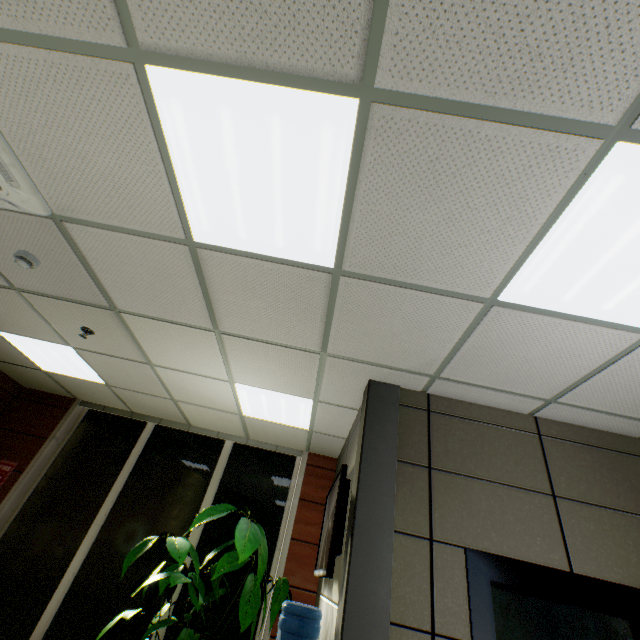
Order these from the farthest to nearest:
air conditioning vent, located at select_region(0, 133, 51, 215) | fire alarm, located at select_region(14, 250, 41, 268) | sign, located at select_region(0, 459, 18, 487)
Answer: sign, located at select_region(0, 459, 18, 487)
fire alarm, located at select_region(14, 250, 41, 268)
air conditioning vent, located at select_region(0, 133, 51, 215)

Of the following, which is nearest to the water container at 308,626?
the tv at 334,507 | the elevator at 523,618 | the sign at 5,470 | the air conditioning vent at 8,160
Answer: the tv at 334,507

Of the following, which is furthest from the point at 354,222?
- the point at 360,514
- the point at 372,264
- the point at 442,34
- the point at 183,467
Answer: the point at 183,467

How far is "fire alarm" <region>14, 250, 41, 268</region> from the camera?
2.55m

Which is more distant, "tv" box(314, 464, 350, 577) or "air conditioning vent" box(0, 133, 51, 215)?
"tv" box(314, 464, 350, 577)

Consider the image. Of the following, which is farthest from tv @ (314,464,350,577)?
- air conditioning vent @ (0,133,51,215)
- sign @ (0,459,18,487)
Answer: sign @ (0,459,18,487)

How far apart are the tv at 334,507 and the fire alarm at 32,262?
3.18m

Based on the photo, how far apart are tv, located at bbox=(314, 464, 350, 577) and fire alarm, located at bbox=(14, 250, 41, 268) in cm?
318
